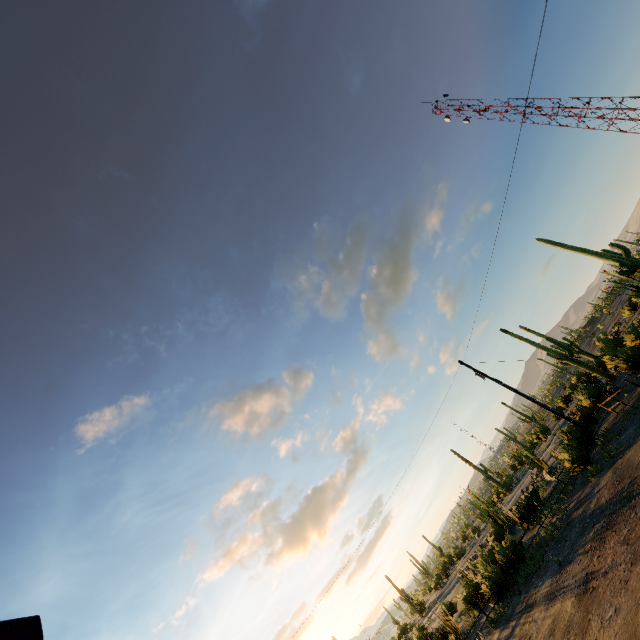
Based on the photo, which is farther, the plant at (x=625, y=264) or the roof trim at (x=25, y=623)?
the plant at (x=625, y=264)

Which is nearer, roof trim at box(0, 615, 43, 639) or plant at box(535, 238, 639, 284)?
roof trim at box(0, 615, 43, 639)

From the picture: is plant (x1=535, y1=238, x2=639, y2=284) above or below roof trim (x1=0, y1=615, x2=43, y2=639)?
below

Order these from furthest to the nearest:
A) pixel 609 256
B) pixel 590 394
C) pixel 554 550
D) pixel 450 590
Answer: pixel 450 590 < pixel 590 394 < pixel 609 256 < pixel 554 550

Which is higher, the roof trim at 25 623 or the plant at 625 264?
the roof trim at 25 623
